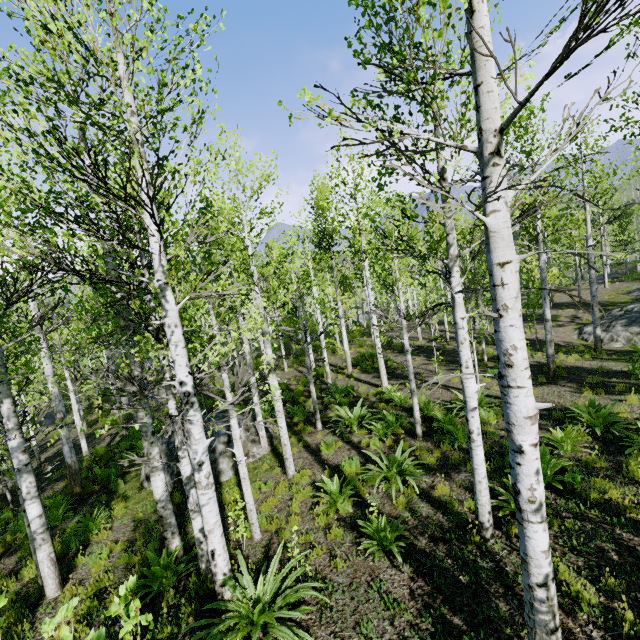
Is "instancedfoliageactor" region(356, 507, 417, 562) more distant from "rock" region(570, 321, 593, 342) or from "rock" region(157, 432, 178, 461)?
"rock" region(157, 432, 178, 461)

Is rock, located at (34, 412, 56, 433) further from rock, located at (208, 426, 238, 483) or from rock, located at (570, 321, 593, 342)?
rock, located at (570, 321, 593, 342)

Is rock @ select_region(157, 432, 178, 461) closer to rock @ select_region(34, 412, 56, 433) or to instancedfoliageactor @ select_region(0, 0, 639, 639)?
instancedfoliageactor @ select_region(0, 0, 639, 639)

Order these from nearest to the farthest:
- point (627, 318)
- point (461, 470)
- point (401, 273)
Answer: point (461, 470) → point (627, 318) → point (401, 273)

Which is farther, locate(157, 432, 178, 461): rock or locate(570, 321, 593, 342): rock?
locate(570, 321, 593, 342): rock

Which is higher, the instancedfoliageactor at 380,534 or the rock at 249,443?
the instancedfoliageactor at 380,534

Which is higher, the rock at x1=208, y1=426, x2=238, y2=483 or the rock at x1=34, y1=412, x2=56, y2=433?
the rock at x1=208, y1=426, x2=238, y2=483

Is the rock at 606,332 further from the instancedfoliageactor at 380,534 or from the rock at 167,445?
the instancedfoliageactor at 380,534
